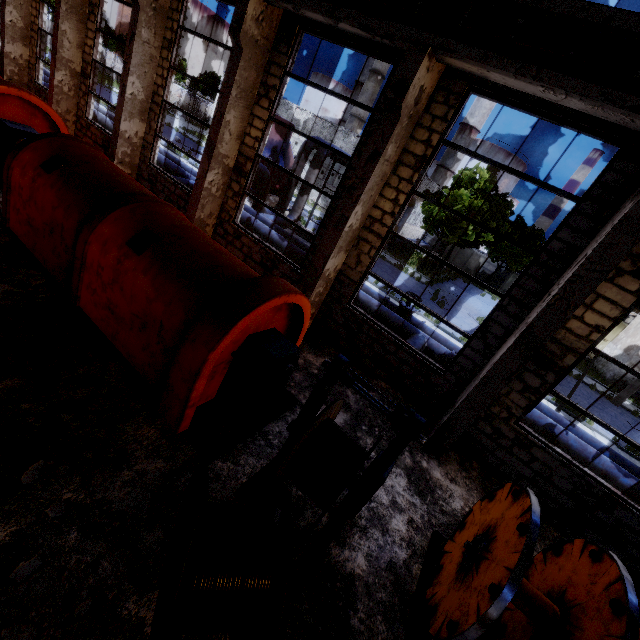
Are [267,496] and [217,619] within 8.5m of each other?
yes

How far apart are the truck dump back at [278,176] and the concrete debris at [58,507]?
21.9 meters

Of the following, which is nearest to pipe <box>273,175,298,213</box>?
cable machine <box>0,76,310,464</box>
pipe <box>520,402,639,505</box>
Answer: pipe <box>520,402,639,505</box>

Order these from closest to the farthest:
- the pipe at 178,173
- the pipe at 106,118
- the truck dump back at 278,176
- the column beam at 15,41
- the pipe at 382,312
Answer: the pipe at 382,312 < the column beam at 15,41 < the pipe at 178,173 < the pipe at 106,118 < the truck dump back at 278,176

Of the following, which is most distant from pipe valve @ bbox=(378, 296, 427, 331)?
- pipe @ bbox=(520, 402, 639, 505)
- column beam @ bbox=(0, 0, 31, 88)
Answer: column beam @ bbox=(0, 0, 31, 88)

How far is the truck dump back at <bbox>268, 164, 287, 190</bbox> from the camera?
22.5 meters

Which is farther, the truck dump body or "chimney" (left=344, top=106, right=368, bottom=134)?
"chimney" (left=344, top=106, right=368, bottom=134)

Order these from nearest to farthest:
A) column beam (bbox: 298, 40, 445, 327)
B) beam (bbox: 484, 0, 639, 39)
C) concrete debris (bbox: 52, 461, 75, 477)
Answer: concrete debris (bbox: 52, 461, 75, 477)
beam (bbox: 484, 0, 639, 39)
column beam (bbox: 298, 40, 445, 327)
